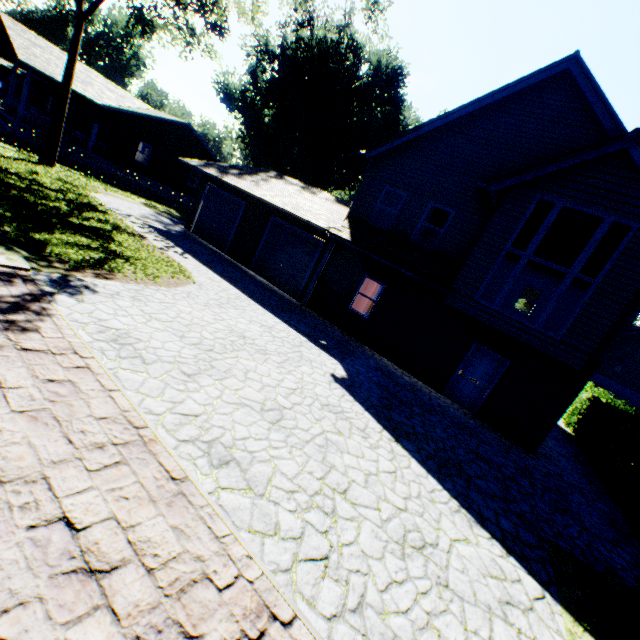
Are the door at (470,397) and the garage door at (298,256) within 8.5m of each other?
yes

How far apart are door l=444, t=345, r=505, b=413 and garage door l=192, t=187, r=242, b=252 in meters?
13.0

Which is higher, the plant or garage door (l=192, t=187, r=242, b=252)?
the plant

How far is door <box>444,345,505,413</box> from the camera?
10.99m

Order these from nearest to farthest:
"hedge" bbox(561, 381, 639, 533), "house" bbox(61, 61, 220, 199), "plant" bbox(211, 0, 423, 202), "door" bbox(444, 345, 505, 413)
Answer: "hedge" bbox(561, 381, 639, 533) → "door" bbox(444, 345, 505, 413) → "house" bbox(61, 61, 220, 199) → "plant" bbox(211, 0, 423, 202)

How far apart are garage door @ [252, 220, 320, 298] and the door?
7.50m

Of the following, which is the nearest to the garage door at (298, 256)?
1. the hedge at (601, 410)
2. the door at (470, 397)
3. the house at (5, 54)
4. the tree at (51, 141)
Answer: the door at (470, 397)

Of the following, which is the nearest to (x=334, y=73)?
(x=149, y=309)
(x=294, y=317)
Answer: (x=294, y=317)
